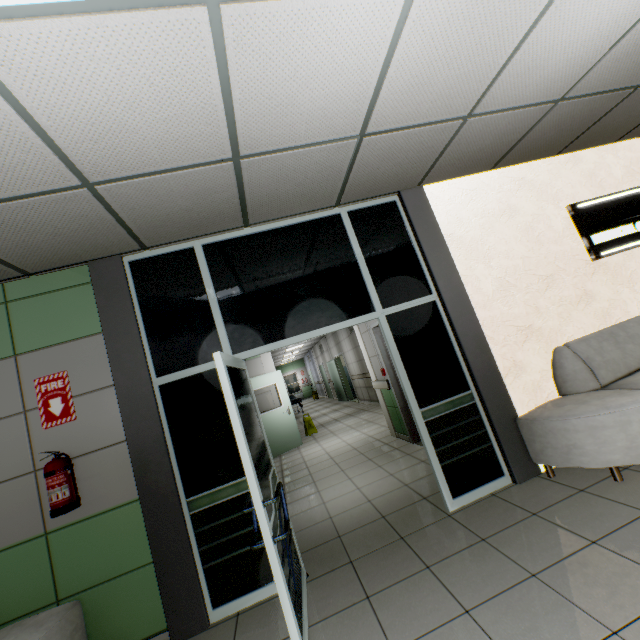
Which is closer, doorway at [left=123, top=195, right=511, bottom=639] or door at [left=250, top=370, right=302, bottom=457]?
doorway at [left=123, top=195, right=511, bottom=639]

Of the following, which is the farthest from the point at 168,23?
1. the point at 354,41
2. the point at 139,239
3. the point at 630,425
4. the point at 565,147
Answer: the point at 565,147

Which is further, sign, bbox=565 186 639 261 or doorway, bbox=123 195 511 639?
sign, bbox=565 186 639 261

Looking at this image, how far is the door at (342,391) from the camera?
13.8 meters

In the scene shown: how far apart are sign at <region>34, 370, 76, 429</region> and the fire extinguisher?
0.2m

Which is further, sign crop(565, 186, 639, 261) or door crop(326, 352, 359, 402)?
door crop(326, 352, 359, 402)

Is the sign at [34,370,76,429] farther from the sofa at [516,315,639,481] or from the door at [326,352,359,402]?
the door at [326,352,359,402]

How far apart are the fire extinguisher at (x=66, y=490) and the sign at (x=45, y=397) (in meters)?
0.20
